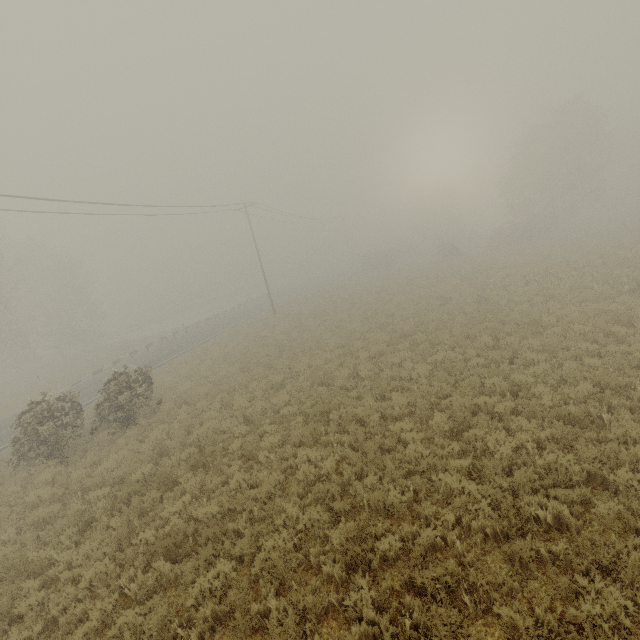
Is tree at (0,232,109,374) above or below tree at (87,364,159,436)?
above

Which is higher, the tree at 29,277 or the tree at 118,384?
the tree at 29,277

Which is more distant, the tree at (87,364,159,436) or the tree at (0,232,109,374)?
the tree at (0,232,109,374)

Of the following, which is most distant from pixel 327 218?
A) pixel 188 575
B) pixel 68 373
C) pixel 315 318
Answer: pixel 188 575

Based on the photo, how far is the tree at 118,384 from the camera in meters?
14.0

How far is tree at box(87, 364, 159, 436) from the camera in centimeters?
1397cm
